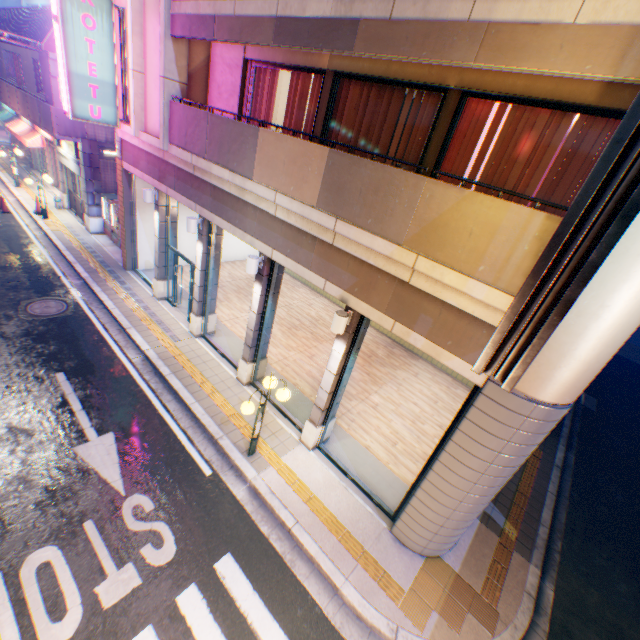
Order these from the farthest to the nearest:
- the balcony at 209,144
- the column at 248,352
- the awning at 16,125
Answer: the awning at 16,125 → the column at 248,352 → the balcony at 209,144

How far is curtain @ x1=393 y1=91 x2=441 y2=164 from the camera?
6.05m

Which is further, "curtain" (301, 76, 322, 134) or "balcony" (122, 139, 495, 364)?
"curtain" (301, 76, 322, 134)

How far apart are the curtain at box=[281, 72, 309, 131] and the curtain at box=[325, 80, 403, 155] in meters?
1.1

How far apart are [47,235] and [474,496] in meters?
20.1 m

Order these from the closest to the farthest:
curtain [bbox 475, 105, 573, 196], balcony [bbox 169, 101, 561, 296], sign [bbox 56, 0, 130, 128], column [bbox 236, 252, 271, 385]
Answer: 1. balcony [bbox 169, 101, 561, 296]
2. curtain [bbox 475, 105, 573, 196]
3. column [bbox 236, 252, 271, 385]
4. sign [bbox 56, 0, 130, 128]

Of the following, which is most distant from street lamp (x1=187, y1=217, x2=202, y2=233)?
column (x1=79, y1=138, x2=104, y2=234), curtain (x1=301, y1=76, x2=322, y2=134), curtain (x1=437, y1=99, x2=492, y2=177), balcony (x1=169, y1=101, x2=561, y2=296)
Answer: column (x1=79, y1=138, x2=104, y2=234)

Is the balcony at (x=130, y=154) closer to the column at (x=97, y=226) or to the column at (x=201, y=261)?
the column at (x=201, y=261)
